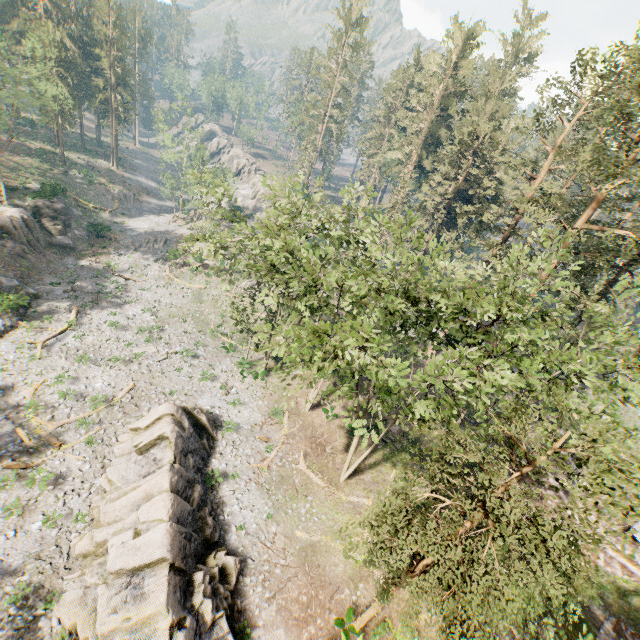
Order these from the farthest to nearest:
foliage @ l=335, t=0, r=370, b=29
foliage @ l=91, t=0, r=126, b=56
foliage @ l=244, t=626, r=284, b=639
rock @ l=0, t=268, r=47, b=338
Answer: foliage @ l=335, t=0, r=370, b=29
foliage @ l=91, t=0, r=126, b=56
rock @ l=0, t=268, r=47, b=338
foliage @ l=244, t=626, r=284, b=639

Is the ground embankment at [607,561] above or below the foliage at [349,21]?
below

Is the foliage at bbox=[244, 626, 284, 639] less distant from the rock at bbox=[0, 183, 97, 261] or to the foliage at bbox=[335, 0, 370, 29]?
the foliage at bbox=[335, 0, 370, 29]

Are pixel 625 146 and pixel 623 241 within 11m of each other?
yes

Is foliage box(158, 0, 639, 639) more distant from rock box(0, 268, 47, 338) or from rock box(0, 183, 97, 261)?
rock box(0, 183, 97, 261)

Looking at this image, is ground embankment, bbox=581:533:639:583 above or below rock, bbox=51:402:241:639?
above

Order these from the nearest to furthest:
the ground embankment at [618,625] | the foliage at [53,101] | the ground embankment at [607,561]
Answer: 1. the ground embankment at [618,625]
2. the ground embankment at [607,561]
3. the foliage at [53,101]

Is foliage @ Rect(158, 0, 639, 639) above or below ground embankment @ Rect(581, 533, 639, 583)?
above
